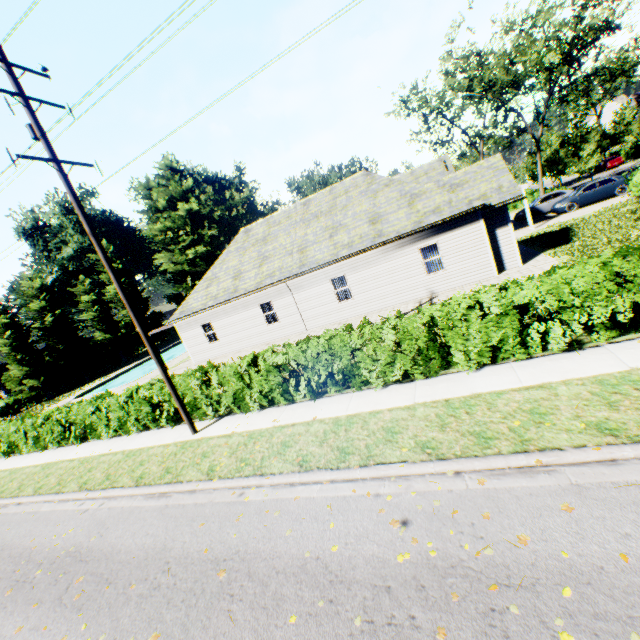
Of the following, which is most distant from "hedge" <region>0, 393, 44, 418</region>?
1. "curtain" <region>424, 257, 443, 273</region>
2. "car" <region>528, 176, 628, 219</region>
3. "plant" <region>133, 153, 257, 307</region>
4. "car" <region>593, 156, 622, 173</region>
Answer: "car" <region>593, 156, 622, 173</region>

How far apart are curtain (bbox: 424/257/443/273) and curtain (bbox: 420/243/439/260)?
0.1m

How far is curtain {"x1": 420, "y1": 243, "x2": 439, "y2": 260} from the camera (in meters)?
16.23

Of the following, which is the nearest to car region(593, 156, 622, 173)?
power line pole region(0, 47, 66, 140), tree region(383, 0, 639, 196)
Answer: tree region(383, 0, 639, 196)

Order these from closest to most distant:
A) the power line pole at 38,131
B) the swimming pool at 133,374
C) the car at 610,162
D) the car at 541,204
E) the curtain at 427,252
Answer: the power line pole at 38,131 < the curtain at 427,252 < the car at 541,204 < the swimming pool at 133,374 < the car at 610,162

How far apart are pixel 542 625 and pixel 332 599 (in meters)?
2.31

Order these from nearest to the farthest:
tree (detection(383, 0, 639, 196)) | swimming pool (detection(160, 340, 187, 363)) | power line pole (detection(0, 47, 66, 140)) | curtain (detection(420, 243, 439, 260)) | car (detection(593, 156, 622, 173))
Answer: power line pole (detection(0, 47, 66, 140)) < curtain (detection(420, 243, 439, 260)) < tree (detection(383, 0, 639, 196)) < swimming pool (detection(160, 340, 187, 363)) < car (detection(593, 156, 622, 173))

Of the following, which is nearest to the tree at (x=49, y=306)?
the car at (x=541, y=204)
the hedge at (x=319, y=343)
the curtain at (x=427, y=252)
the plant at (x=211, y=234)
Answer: the hedge at (x=319, y=343)
